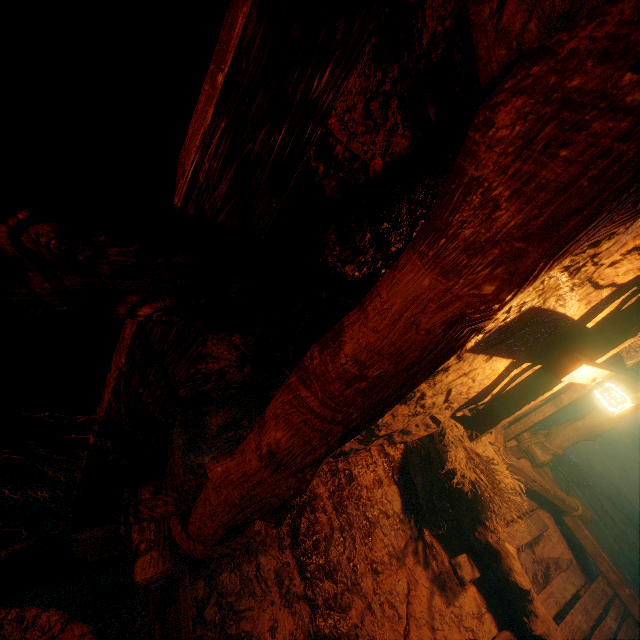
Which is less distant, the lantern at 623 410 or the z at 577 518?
the z at 577 518

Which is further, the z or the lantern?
the lantern

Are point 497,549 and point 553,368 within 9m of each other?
yes
